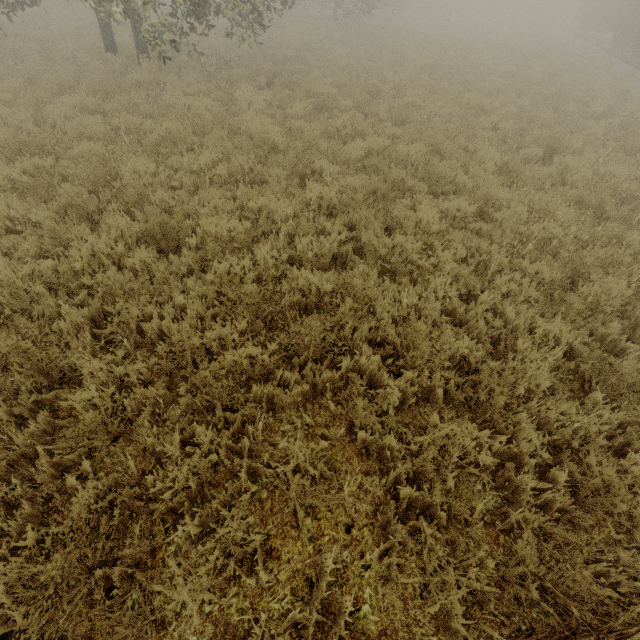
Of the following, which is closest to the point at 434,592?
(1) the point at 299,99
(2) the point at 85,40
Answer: (1) the point at 299,99

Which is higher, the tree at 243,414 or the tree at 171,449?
the tree at 171,449

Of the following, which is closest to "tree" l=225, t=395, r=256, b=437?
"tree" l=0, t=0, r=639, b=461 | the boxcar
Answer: "tree" l=0, t=0, r=639, b=461

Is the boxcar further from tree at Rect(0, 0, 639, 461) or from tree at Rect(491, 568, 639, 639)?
tree at Rect(491, 568, 639, 639)

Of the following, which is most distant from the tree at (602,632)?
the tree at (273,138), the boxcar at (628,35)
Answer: the boxcar at (628,35)

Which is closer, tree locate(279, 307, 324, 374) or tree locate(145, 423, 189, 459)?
tree locate(145, 423, 189, 459)
